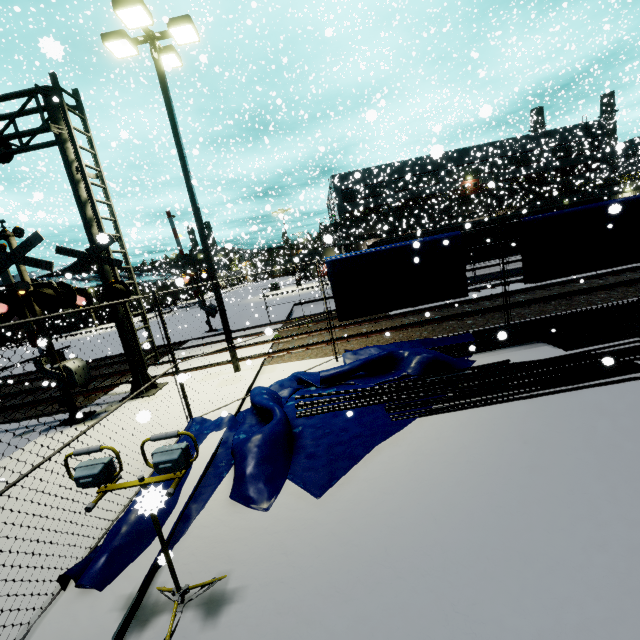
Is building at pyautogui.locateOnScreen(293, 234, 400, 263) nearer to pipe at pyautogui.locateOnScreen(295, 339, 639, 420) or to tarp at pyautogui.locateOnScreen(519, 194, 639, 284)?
tarp at pyautogui.locateOnScreen(519, 194, 639, 284)

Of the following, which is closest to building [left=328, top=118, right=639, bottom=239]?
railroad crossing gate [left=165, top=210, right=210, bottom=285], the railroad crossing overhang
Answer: the railroad crossing overhang

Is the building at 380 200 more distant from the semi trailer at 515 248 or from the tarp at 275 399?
the tarp at 275 399

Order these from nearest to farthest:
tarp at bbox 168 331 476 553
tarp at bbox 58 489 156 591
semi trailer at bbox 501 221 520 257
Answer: tarp at bbox 58 489 156 591 → tarp at bbox 168 331 476 553 → semi trailer at bbox 501 221 520 257

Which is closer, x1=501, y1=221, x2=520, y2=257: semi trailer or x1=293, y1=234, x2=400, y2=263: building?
x1=501, y1=221, x2=520, y2=257: semi trailer

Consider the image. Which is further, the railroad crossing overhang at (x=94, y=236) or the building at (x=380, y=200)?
the building at (x=380, y=200)

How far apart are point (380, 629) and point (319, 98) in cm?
5670

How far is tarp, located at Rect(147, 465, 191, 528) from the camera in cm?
174
